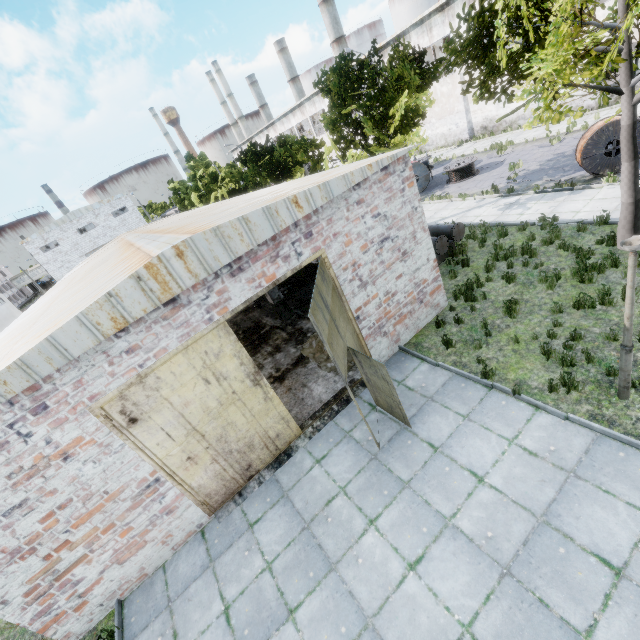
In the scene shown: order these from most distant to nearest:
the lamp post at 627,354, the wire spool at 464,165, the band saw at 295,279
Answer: the wire spool at 464,165 → the band saw at 295,279 → the lamp post at 627,354

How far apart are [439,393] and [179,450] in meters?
6.2 m

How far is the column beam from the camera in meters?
13.8

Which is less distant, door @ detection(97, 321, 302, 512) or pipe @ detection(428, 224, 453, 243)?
door @ detection(97, 321, 302, 512)

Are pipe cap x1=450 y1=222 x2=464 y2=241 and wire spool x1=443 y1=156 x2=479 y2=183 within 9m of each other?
no

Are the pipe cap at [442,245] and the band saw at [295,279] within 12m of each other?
yes

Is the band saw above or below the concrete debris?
above

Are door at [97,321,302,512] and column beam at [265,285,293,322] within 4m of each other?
no
